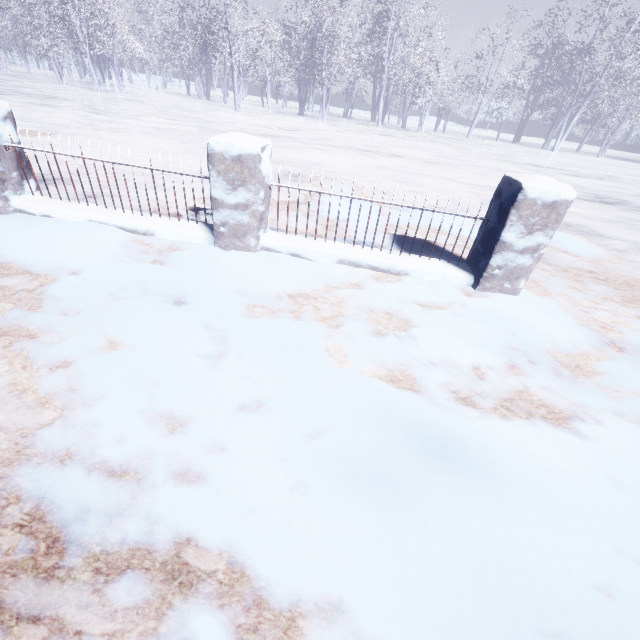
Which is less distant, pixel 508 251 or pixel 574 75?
pixel 508 251
